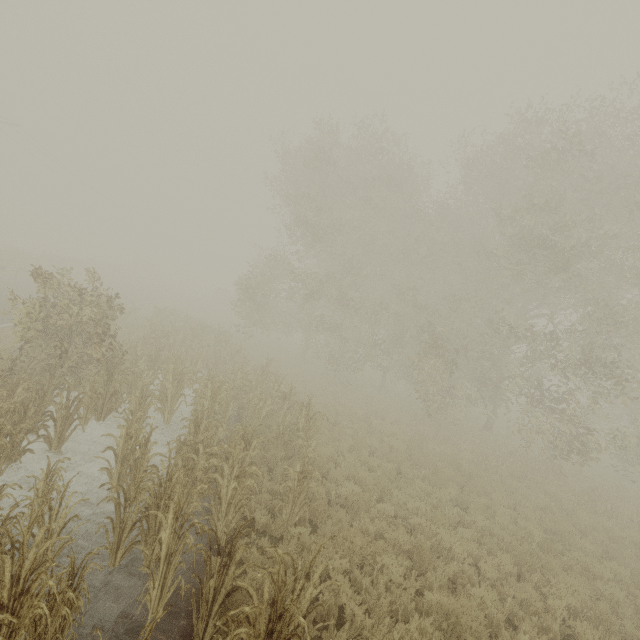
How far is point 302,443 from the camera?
8.70m

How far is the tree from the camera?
11.05m

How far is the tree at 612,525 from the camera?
11.0 meters
